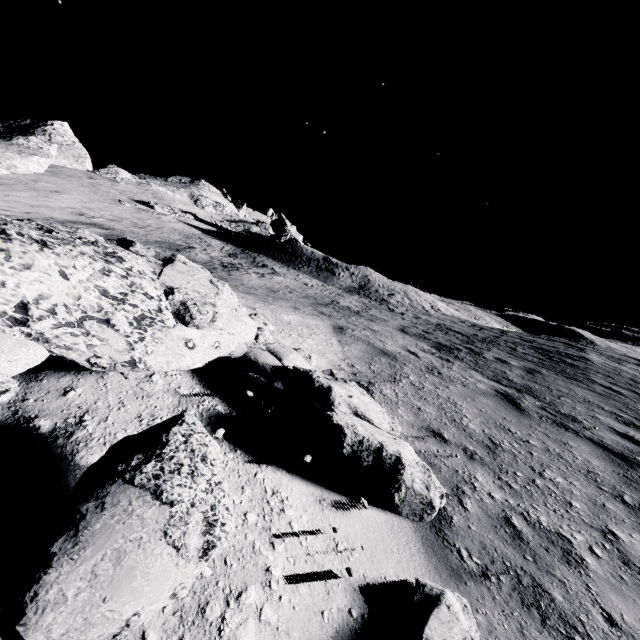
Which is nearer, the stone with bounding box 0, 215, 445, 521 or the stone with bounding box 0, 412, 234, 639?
the stone with bounding box 0, 412, 234, 639

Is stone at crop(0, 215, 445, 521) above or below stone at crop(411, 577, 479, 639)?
above

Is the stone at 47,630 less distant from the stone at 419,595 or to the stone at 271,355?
the stone at 271,355

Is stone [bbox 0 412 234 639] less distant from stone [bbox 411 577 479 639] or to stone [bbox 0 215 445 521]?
stone [bbox 0 215 445 521]

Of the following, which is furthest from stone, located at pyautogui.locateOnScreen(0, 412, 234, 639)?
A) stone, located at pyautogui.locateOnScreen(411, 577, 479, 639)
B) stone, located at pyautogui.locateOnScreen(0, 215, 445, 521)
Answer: stone, located at pyautogui.locateOnScreen(411, 577, 479, 639)

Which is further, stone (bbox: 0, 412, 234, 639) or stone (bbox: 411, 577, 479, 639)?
stone (bbox: 411, 577, 479, 639)

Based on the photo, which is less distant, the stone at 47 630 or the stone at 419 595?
the stone at 47 630

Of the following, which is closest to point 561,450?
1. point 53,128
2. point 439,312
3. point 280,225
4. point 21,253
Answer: point 21,253
